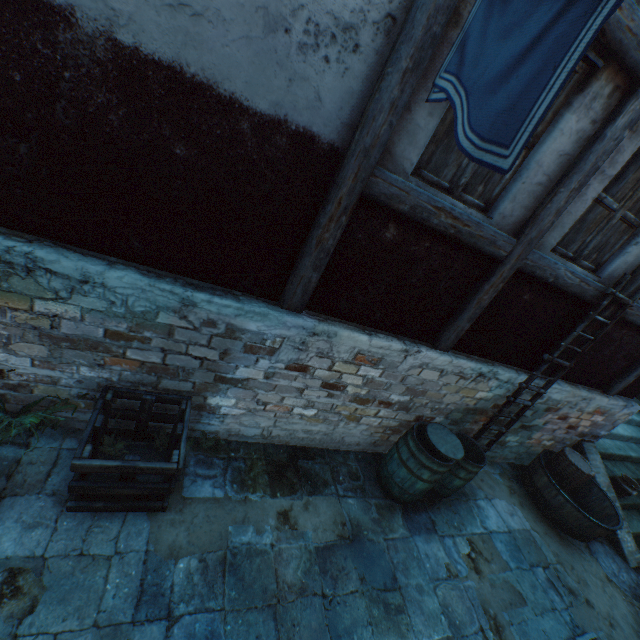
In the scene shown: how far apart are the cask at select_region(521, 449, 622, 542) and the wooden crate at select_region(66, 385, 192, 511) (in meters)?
5.79

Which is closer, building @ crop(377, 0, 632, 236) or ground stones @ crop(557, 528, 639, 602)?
building @ crop(377, 0, 632, 236)

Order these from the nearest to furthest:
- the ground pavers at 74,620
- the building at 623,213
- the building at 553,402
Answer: the ground pavers at 74,620
the building at 623,213
the building at 553,402

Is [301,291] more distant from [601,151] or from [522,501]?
[522,501]

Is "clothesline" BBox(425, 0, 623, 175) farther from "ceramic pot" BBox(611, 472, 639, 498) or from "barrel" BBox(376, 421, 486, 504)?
"ceramic pot" BBox(611, 472, 639, 498)

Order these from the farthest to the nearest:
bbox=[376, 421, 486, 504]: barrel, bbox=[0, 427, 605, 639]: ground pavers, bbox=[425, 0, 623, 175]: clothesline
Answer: bbox=[376, 421, 486, 504]: barrel
bbox=[0, 427, 605, 639]: ground pavers
bbox=[425, 0, 623, 175]: clothesline

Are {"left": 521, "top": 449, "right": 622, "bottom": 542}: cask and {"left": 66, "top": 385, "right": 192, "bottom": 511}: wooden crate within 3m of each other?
no

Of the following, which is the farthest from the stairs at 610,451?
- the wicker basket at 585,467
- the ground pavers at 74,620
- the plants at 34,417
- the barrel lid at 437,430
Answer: the plants at 34,417
